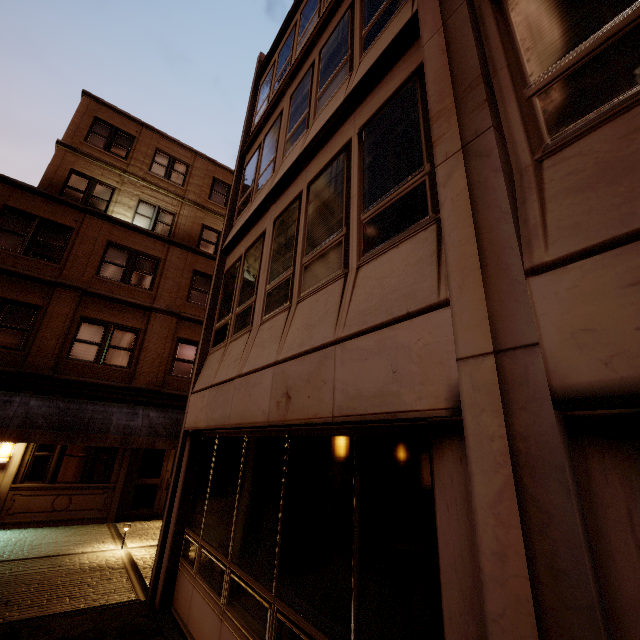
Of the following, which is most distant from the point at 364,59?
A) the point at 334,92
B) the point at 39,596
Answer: Answer: the point at 39,596

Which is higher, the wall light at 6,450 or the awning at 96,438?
the awning at 96,438

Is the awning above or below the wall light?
above
